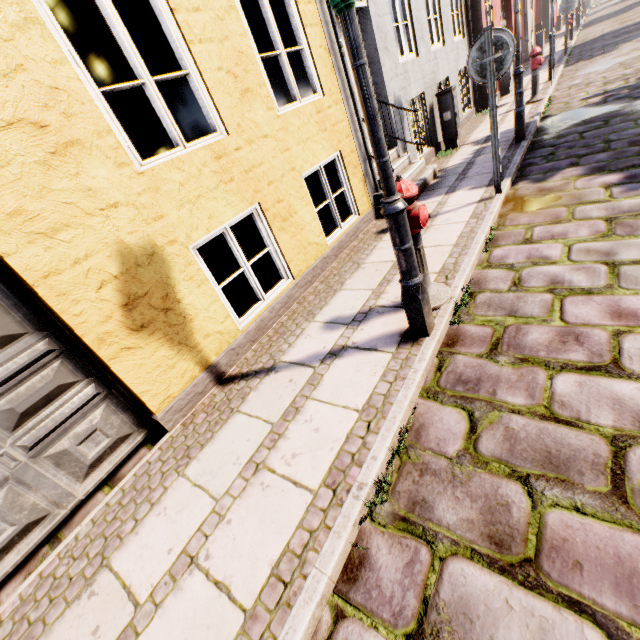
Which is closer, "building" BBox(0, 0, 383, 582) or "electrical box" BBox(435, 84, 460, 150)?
"building" BBox(0, 0, 383, 582)

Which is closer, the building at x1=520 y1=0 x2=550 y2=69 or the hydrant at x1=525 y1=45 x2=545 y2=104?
the hydrant at x1=525 y1=45 x2=545 y2=104

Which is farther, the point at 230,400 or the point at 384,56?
the point at 384,56

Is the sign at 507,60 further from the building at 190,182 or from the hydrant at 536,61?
the hydrant at 536,61

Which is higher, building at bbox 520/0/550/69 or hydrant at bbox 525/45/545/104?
building at bbox 520/0/550/69

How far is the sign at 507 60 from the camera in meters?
3.7

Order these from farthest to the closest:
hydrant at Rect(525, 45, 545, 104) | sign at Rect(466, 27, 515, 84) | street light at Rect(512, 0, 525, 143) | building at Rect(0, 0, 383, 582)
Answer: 1. hydrant at Rect(525, 45, 545, 104)
2. street light at Rect(512, 0, 525, 143)
3. sign at Rect(466, 27, 515, 84)
4. building at Rect(0, 0, 383, 582)

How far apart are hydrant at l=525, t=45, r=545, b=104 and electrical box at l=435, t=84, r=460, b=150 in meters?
2.9 m
